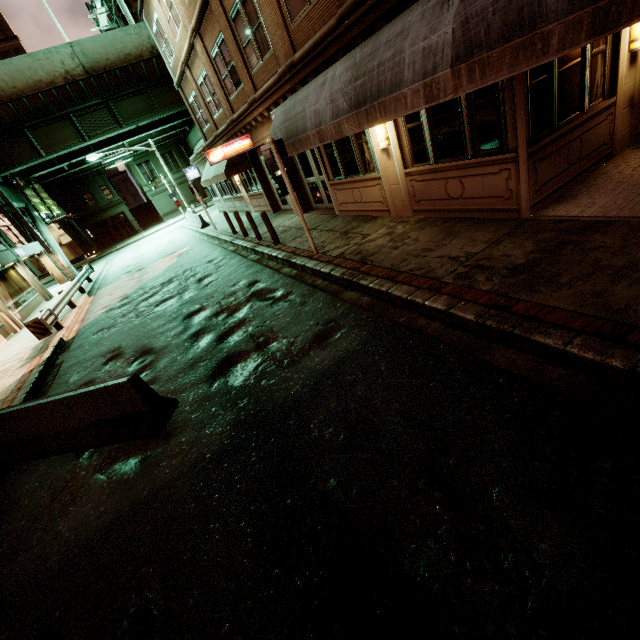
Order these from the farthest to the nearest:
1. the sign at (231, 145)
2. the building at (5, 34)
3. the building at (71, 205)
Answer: the building at (5, 34), the building at (71, 205), the sign at (231, 145)

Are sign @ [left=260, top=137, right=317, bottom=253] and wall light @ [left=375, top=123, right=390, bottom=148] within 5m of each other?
yes

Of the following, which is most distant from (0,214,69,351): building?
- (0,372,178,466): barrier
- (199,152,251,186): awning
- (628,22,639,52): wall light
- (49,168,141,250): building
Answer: (49,168,141,250): building

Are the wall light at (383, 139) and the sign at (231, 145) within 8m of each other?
no

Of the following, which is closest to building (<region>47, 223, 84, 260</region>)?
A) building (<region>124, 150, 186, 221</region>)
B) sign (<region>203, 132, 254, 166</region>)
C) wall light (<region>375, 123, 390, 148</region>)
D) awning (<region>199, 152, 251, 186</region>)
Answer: building (<region>124, 150, 186, 221</region>)

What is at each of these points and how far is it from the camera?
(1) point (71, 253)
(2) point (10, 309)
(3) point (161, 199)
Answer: (1) building, 54.1 meters
(2) building, 17.3 meters
(3) building, 48.1 meters

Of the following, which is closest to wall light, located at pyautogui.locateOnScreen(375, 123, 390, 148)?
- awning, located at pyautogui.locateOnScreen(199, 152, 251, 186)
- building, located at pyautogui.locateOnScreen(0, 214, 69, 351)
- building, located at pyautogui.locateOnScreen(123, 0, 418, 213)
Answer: building, located at pyautogui.locateOnScreen(123, 0, 418, 213)

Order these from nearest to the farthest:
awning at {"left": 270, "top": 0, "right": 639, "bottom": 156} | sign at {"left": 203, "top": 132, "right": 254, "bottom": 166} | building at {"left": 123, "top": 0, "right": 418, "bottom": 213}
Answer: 1. awning at {"left": 270, "top": 0, "right": 639, "bottom": 156}
2. building at {"left": 123, "top": 0, "right": 418, "bottom": 213}
3. sign at {"left": 203, "top": 132, "right": 254, "bottom": 166}
